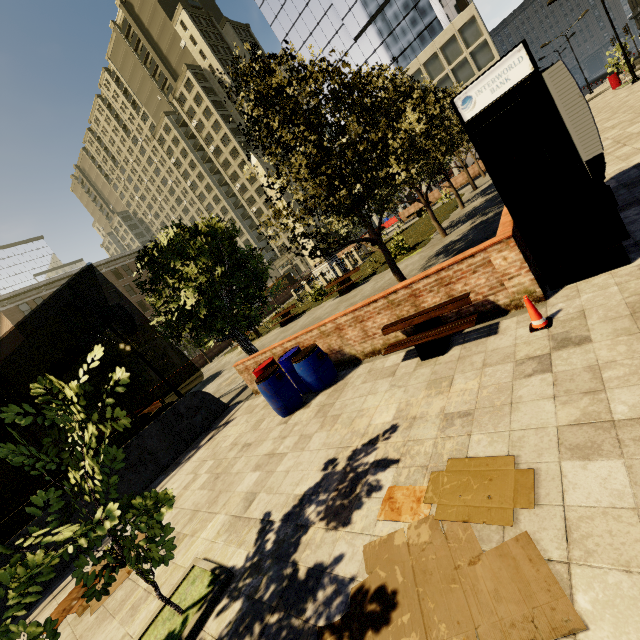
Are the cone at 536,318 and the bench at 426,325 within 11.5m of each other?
yes

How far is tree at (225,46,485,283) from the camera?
8.2m

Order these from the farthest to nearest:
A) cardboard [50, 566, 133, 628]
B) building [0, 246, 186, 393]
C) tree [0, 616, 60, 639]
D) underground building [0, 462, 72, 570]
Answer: building [0, 246, 186, 393], underground building [0, 462, 72, 570], cardboard [50, 566, 133, 628], tree [0, 616, 60, 639]

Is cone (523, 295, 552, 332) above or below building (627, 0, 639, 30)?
below

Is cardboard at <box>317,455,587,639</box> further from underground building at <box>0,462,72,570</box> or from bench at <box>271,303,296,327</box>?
bench at <box>271,303,296,327</box>

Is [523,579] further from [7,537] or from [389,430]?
[7,537]

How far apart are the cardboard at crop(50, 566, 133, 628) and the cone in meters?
7.3

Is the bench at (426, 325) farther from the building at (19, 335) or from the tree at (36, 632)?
the building at (19, 335)
